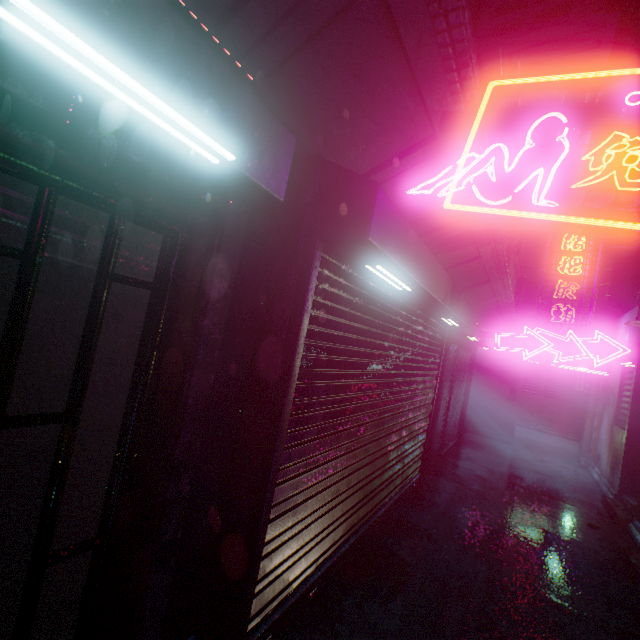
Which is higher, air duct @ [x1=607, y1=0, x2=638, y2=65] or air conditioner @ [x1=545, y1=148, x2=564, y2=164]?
air duct @ [x1=607, y1=0, x2=638, y2=65]

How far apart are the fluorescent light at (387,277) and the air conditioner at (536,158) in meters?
1.1

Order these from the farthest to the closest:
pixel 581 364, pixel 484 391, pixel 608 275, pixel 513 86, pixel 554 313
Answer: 1. pixel 484 391
2. pixel 608 275
3. pixel 581 364
4. pixel 554 313
5. pixel 513 86

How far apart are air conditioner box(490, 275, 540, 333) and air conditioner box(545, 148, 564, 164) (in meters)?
5.40

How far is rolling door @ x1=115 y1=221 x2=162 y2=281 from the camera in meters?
1.2

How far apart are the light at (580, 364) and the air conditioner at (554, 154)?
7.12m

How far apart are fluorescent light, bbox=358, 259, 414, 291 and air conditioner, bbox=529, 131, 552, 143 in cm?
106
